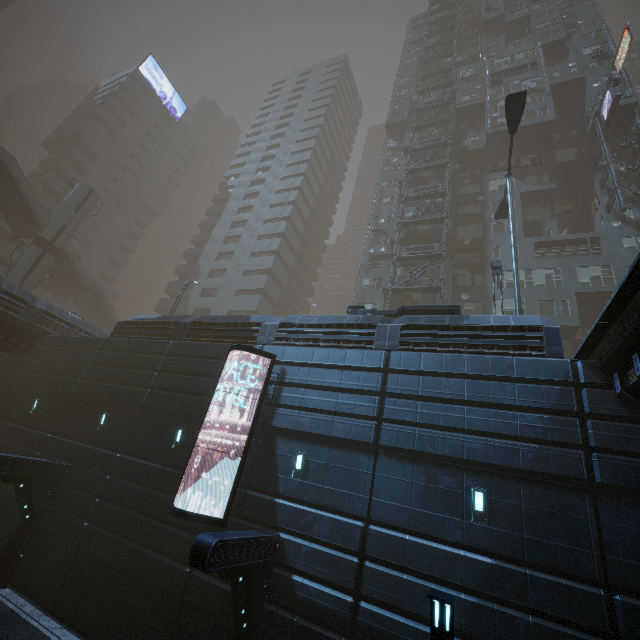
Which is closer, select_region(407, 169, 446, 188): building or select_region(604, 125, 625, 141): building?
select_region(604, 125, 625, 141): building

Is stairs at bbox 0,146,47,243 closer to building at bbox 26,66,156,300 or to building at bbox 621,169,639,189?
building at bbox 621,169,639,189

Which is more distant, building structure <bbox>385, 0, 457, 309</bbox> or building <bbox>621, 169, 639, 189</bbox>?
building structure <bbox>385, 0, 457, 309</bbox>

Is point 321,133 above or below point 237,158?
above

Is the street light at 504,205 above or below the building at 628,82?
below

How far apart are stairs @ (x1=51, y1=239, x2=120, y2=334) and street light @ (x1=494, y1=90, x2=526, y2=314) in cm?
4182

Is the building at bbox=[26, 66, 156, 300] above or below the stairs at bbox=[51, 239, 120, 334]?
above

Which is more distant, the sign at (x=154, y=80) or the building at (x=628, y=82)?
the sign at (x=154, y=80)
